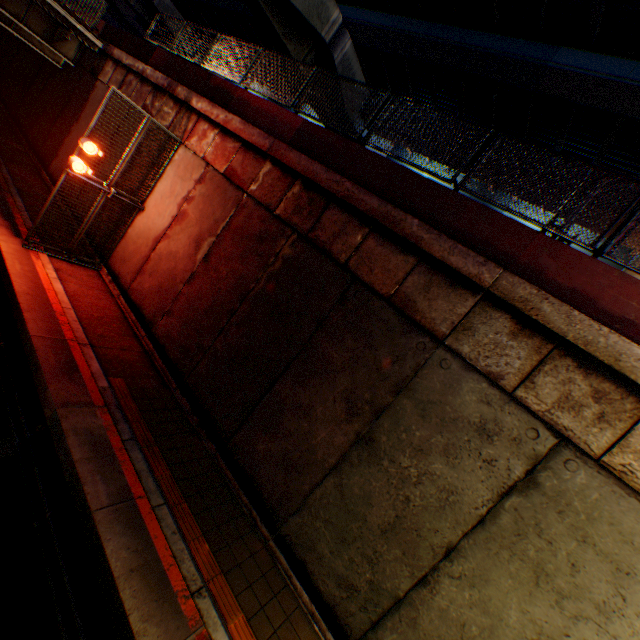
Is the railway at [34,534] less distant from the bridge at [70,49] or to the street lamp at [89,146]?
the street lamp at [89,146]

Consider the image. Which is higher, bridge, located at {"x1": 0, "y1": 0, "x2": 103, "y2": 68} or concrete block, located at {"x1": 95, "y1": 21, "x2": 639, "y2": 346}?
concrete block, located at {"x1": 95, "y1": 21, "x2": 639, "y2": 346}

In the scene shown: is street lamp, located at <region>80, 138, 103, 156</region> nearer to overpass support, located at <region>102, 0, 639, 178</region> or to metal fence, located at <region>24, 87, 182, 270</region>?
metal fence, located at <region>24, 87, 182, 270</region>

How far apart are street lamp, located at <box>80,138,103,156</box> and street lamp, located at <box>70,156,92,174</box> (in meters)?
0.33

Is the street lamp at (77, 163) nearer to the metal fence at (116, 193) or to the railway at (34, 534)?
the metal fence at (116, 193)

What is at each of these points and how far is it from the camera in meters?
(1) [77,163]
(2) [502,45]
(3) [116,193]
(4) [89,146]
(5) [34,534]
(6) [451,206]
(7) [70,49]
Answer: (1) street lamp, 8.2
(2) overpass support, 14.2
(3) metal fence, 9.4
(4) street lamp, 8.2
(5) railway, 4.7
(6) concrete block, 5.8
(7) bridge, 14.7

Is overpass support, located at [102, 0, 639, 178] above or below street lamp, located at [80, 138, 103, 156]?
above

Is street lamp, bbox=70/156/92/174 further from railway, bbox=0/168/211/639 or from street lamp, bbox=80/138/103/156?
railway, bbox=0/168/211/639
